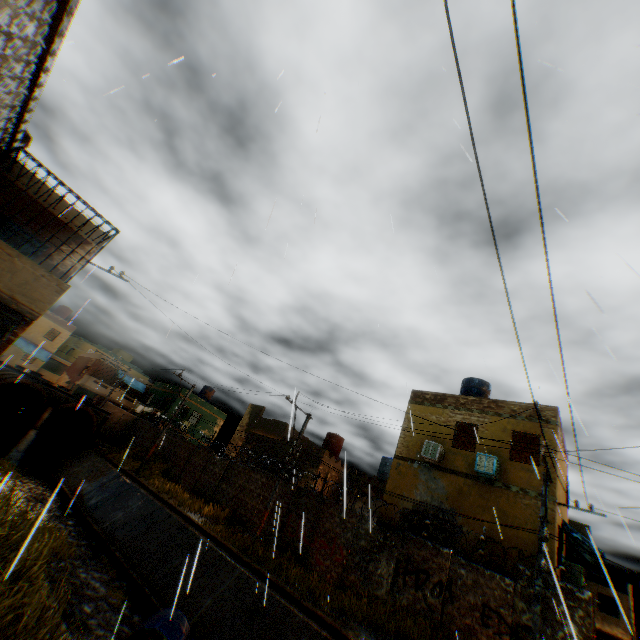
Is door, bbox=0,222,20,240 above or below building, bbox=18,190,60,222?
below

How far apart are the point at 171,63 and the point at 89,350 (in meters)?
60.75

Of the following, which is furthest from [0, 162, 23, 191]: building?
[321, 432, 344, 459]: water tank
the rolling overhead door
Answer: [321, 432, 344, 459]: water tank

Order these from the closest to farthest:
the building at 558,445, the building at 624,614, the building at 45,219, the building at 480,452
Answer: the building at 45,219
the building at 480,452
the building at 558,445
the building at 624,614

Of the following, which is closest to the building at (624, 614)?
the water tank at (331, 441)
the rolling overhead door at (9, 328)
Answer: the rolling overhead door at (9, 328)

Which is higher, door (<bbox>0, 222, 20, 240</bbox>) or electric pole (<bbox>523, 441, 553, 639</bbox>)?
door (<bbox>0, 222, 20, 240</bbox>)

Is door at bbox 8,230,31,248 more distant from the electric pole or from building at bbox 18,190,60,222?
the electric pole

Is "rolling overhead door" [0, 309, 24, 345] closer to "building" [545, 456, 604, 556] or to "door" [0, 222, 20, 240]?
"building" [545, 456, 604, 556]
